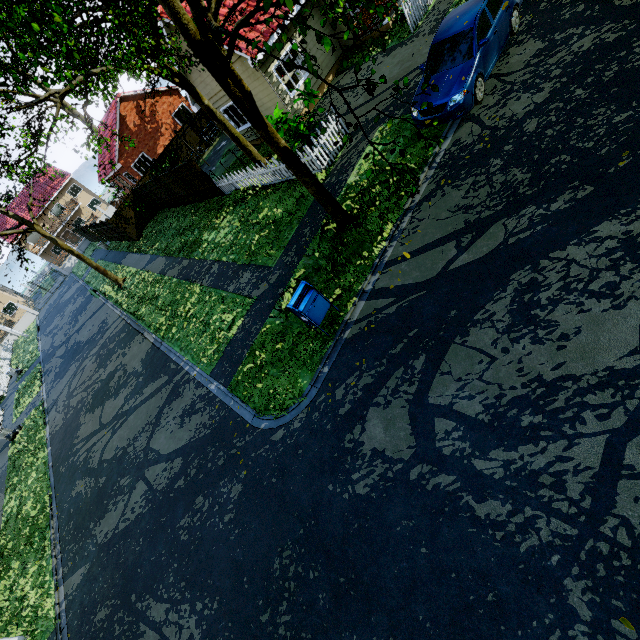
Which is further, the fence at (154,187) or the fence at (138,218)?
the fence at (138,218)

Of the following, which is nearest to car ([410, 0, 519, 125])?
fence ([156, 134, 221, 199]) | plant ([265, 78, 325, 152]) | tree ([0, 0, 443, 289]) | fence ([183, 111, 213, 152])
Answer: plant ([265, 78, 325, 152])

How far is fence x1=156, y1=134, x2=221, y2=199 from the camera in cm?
1692

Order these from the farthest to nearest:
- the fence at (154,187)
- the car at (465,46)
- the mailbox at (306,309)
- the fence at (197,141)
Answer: the fence at (197,141), the fence at (154,187), the car at (465,46), the mailbox at (306,309)

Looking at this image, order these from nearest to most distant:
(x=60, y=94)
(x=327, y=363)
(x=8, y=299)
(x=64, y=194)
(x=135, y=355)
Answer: (x=327, y=363)
(x=60, y=94)
(x=135, y=355)
(x=8, y=299)
(x=64, y=194)

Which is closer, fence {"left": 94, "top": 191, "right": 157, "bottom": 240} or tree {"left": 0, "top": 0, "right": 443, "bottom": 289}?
tree {"left": 0, "top": 0, "right": 443, "bottom": 289}

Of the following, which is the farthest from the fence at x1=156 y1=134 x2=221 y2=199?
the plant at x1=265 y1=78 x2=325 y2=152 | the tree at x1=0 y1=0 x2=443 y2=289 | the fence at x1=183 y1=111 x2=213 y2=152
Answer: the plant at x1=265 y1=78 x2=325 y2=152
